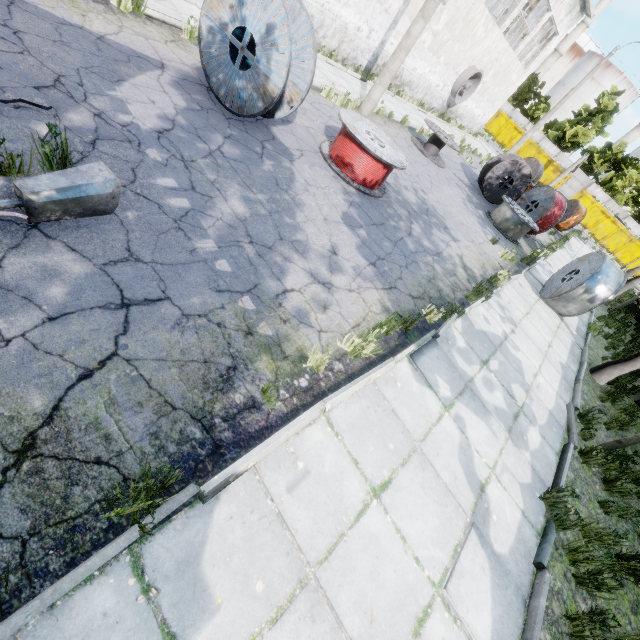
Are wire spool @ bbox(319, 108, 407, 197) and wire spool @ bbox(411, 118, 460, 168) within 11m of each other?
Result: yes

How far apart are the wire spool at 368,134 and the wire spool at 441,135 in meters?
6.3 m

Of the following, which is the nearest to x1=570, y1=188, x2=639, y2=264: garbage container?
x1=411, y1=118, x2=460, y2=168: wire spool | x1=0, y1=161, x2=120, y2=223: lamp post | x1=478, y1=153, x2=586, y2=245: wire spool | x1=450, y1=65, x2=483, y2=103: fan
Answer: x1=450, y1=65, x2=483, y2=103: fan

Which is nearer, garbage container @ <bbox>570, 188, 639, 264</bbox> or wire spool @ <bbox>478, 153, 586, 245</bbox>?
wire spool @ <bbox>478, 153, 586, 245</bbox>

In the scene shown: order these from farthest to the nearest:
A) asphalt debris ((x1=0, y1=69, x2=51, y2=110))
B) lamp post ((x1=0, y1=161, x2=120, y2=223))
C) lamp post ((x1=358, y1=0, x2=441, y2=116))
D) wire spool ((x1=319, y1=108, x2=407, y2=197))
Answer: lamp post ((x1=358, y1=0, x2=441, y2=116))
wire spool ((x1=319, y1=108, x2=407, y2=197))
asphalt debris ((x1=0, y1=69, x2=51, y2=110))
lamp post ((x1=0, y1=161, x2=120, y2=223))

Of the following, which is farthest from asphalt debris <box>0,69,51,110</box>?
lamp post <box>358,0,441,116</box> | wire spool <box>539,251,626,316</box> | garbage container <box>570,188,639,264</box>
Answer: garbage container <box>570,188,639,264</box>

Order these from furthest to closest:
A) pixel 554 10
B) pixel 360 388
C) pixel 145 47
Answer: pixel 554 10, pixel 145 47, pixel 360 388

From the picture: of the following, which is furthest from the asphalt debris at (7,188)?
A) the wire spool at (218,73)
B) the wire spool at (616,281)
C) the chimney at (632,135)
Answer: the chimney at (632,135)
